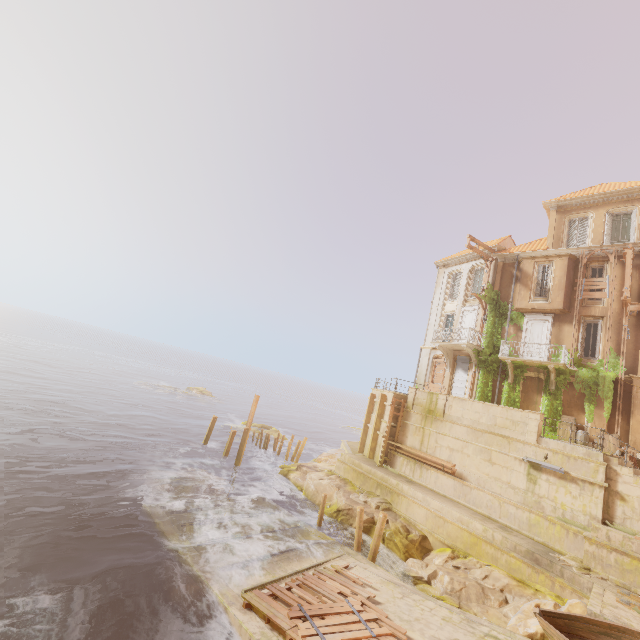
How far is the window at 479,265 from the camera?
26.7m

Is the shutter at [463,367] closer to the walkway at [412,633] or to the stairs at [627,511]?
the stairs at [627,511]

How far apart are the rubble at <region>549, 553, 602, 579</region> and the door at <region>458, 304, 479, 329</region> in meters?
14.7 m

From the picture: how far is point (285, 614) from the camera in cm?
939

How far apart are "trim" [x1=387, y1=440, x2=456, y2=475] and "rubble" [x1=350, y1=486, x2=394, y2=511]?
3.0m

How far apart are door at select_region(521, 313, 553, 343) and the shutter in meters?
3.4 m

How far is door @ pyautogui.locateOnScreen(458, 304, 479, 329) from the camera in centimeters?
2544cm

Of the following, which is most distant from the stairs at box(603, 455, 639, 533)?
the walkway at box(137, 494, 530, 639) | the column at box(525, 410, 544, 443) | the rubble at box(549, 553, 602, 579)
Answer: the walkway at box(137, 494, 530, 639)
